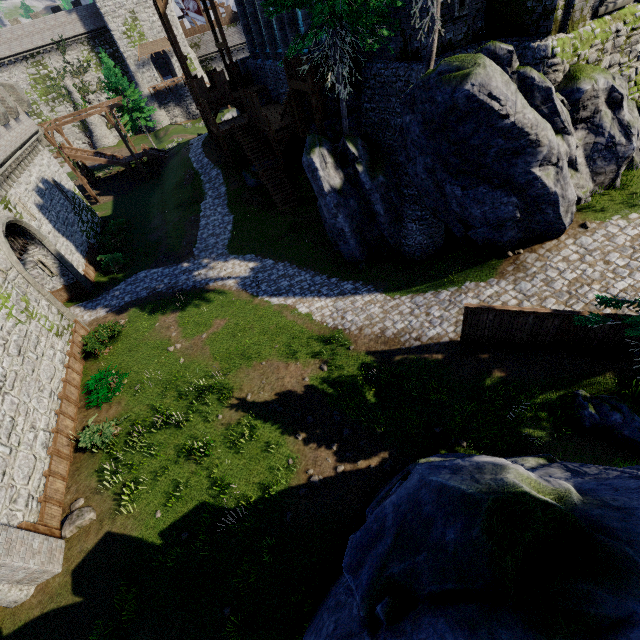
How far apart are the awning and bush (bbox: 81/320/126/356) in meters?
51.9

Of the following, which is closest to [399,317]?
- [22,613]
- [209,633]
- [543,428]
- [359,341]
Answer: [359,341]

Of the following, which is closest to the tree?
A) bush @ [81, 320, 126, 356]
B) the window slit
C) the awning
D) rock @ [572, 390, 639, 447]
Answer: the window slit

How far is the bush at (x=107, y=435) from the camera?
13.0m

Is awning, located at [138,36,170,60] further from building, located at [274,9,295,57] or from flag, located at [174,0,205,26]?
flag, located at [174,0,205,26]

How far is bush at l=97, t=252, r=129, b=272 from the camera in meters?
24.0

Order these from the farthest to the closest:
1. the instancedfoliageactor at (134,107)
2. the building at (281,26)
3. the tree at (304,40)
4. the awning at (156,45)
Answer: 1. the awning at (156,45)
2. the instancedfoliageactor at (134,107)
3. the building at (281,26)
4. the tree at (304,40)

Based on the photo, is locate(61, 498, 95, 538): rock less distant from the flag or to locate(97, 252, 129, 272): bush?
locate(97, 252, 129, 272): bush
